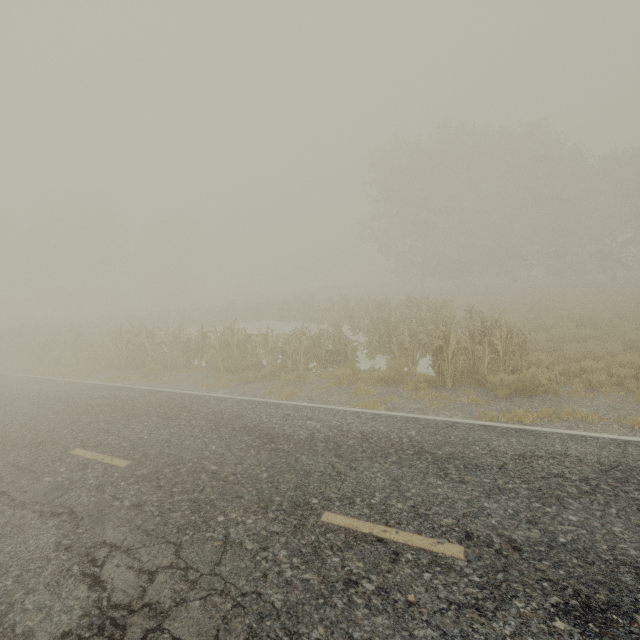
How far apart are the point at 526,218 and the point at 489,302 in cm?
1450
